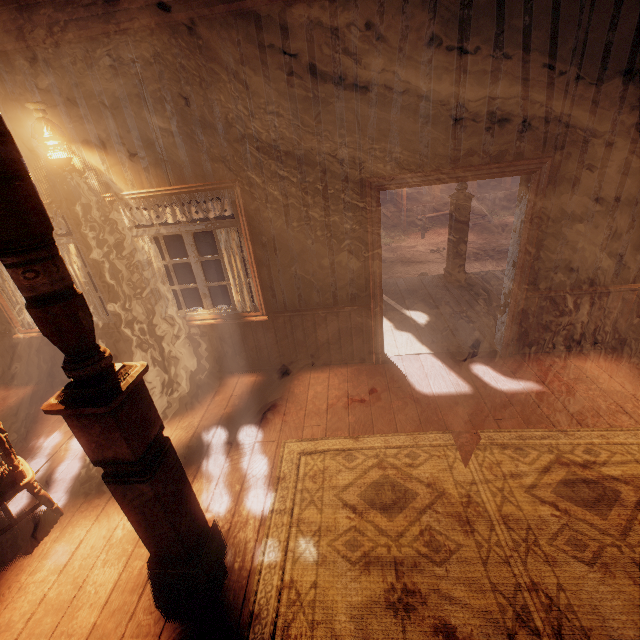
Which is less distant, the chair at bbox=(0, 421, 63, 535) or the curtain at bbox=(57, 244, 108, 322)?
the chair at bbox=(0, 421, 63, 535)

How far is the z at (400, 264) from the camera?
10.15m

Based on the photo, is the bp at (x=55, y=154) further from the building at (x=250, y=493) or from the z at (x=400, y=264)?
the z at (x=400, y=264)

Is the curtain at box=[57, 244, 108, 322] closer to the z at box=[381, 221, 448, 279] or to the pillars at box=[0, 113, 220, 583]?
the z at box=[381, 221, 448, 279]

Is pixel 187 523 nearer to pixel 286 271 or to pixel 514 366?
pixel 286 271

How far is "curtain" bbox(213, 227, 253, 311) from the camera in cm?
368

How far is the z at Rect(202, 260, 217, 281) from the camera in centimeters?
1166cm
